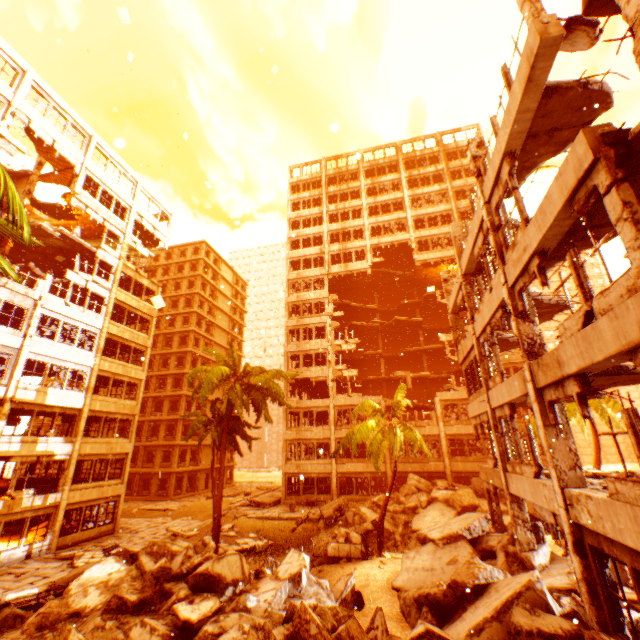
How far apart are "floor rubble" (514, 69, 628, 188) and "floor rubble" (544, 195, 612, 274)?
2.5m

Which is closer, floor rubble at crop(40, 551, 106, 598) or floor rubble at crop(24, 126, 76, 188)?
floor rubble at crop(40, 551, 106, 598)

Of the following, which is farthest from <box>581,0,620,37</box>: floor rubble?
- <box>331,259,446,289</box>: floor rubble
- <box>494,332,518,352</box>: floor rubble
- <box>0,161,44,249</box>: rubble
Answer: <box>331,259,446,289</box>: floor rubble

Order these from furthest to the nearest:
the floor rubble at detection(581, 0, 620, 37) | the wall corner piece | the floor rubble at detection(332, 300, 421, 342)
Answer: the floor rubble at detection(332, 300, 421, 342) → the wall corner piece → the floor rubble at detection(581, 0, 620, 37)

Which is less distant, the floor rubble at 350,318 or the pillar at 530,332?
the pillar at 530,332

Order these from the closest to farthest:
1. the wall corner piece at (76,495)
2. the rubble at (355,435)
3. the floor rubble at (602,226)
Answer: the floor rubble at (602,226) < the rubble at (355,435) < the wall corner piece at (76,495)

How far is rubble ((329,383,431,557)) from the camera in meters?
17.4

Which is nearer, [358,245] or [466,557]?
[466,557]
